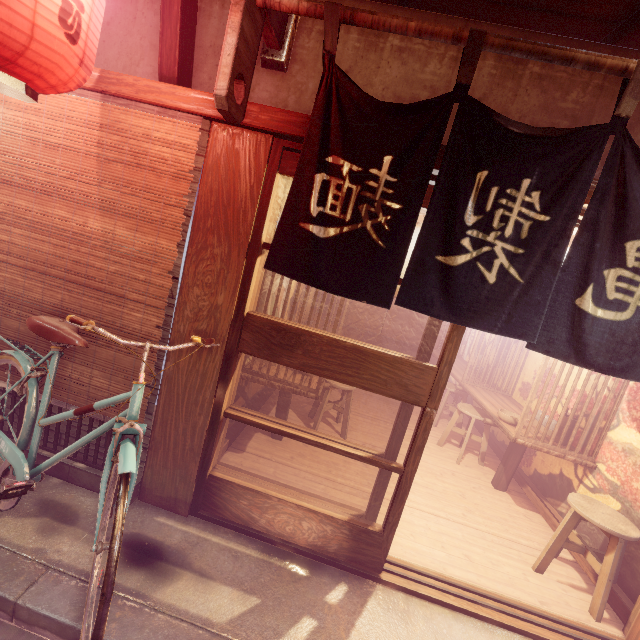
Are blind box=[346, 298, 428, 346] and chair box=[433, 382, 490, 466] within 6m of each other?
no

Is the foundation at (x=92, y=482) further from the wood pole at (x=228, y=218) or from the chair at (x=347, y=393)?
the chair at (x=347, y=393)

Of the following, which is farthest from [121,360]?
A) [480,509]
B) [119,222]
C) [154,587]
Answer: [480,509]

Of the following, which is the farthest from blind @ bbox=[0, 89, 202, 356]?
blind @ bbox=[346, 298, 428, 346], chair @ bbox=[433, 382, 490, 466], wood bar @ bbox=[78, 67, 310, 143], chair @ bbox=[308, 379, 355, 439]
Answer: blind @ bbox=[346, 298, 428, 346]

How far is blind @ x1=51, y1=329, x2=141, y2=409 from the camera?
4.31m

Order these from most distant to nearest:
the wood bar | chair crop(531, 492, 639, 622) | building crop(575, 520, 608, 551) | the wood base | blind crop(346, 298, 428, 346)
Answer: blind crop(346, 298, 428, 346) < building crop(575, 520, 608, 551) < chair crop(531, 492, 639, 622) < the wood bar < the wood base

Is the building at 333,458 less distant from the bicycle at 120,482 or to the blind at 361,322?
the blind at 361,322

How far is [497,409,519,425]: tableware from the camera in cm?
689
